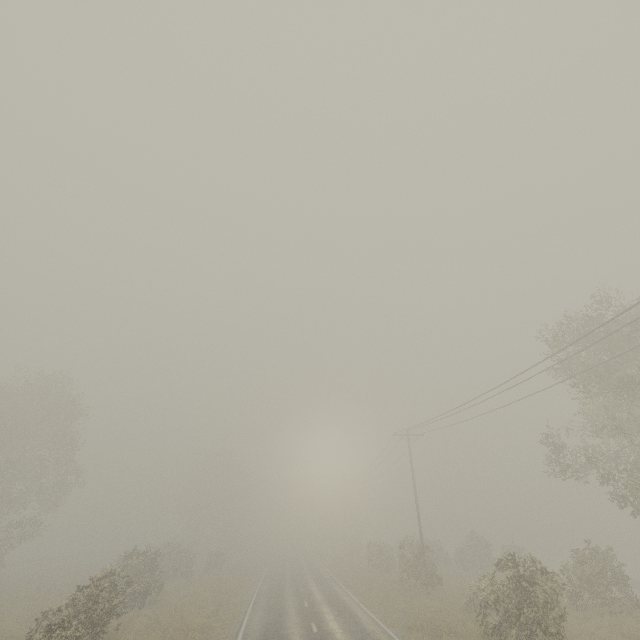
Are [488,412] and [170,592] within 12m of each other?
no

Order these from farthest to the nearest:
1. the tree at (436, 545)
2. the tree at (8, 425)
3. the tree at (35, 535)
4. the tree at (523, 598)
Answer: the tree at (8, 425)
the tree at (35, 535)
the tree at (436, 545)
the tree at (523, 598)

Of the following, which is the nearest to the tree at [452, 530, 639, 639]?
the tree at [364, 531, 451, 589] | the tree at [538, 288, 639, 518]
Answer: the tree at [364, 531, 451, 589]

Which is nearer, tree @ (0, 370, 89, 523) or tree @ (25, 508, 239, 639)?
tree @ (25, 508, 239, 639)

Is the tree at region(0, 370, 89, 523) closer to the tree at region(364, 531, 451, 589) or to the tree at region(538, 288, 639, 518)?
the tree at region(364, 531, 451, 589)

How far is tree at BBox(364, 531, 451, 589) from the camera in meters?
25.2 m

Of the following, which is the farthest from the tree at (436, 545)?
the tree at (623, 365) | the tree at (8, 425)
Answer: the tree at (623, 365)
